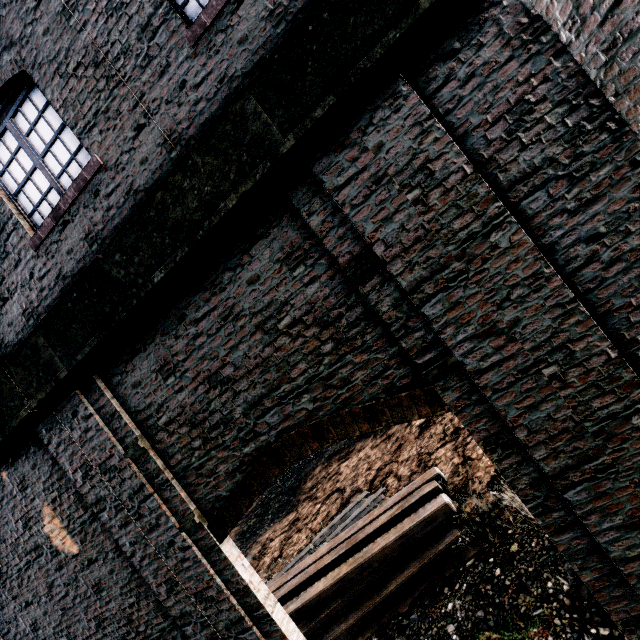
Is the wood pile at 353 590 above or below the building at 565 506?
below

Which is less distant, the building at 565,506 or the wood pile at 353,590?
the building at 565,506

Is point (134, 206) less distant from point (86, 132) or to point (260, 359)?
point (86, 132)

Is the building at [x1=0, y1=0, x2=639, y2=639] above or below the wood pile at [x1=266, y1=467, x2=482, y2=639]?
above

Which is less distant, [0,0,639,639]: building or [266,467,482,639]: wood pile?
[0,0,639,639]: building
